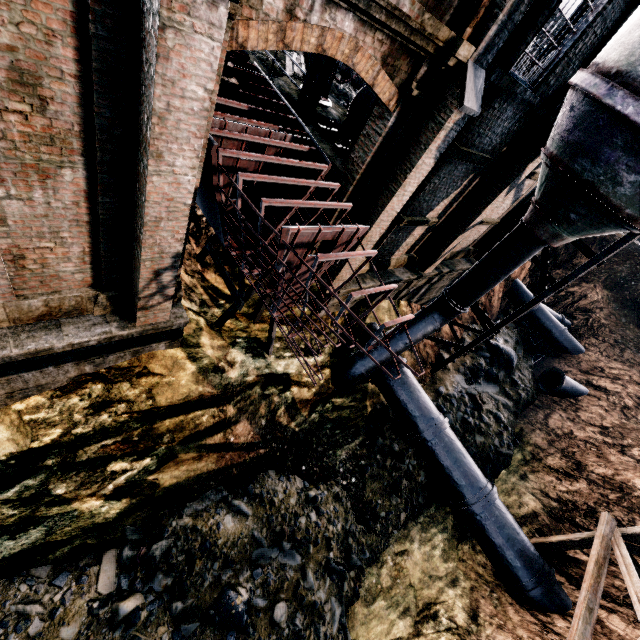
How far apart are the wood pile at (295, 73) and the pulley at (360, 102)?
3.7 meters

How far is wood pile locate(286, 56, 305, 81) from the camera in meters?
13.4 m

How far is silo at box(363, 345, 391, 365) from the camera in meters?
13.1

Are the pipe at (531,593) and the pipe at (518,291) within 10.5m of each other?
no

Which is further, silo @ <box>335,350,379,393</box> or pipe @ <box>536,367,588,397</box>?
pipe @ <box>536,367,588,397</box>

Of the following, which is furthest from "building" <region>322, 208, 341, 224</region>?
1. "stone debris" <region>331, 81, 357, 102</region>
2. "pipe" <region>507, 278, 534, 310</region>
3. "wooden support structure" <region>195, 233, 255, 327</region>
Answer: "stone debris" <region>331, 81, 357, 102</region>

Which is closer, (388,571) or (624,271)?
(388,571)

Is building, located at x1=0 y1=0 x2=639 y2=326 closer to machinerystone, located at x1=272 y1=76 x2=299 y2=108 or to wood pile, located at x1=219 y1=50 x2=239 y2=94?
wood pile, located at x1=219 y1=50 x2=239 y2=94
